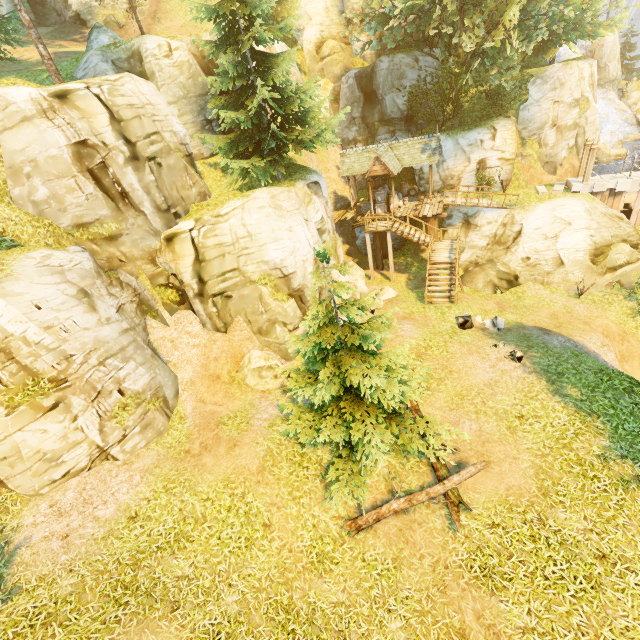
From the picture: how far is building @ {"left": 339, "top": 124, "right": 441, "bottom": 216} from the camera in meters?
21.5 m

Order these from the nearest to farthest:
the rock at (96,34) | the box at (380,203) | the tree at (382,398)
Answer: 1. the tree at (382,398)
2. the rock at (96,34)
3. the box at (380,203)

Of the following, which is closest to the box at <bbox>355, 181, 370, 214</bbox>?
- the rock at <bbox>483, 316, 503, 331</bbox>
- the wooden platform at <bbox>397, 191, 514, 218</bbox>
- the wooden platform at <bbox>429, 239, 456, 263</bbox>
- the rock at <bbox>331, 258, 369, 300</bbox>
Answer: the wooden platform at <bbox>397, 191, 514, 218</bbox>

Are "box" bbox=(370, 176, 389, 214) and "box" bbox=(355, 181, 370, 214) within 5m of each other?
yes

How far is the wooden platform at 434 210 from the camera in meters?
22.4 m

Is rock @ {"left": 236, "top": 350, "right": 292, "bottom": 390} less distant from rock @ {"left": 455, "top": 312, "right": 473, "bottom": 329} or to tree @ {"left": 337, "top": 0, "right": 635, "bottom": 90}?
tree @ {"left": 337, "top": 0, "right": 635, "bottom": 90}

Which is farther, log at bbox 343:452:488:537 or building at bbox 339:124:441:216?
building at bbox 339:124:441:216

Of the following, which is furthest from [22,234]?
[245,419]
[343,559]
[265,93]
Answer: [343,559]
